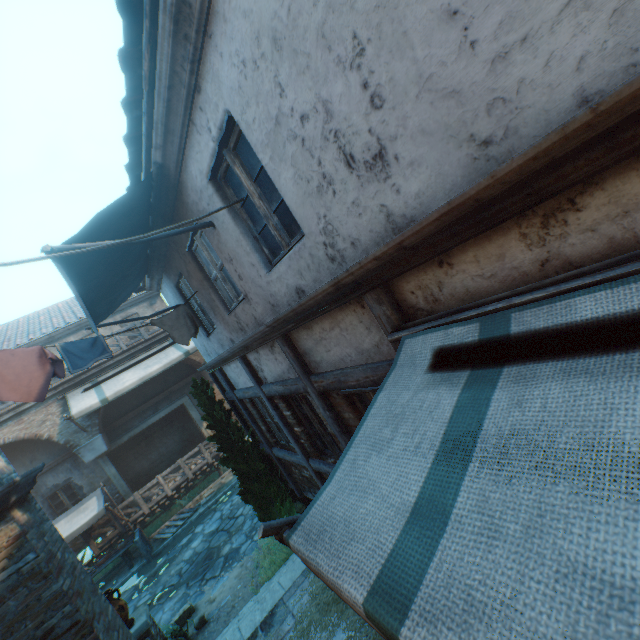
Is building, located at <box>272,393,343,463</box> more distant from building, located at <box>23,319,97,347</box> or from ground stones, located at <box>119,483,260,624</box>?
ground stones, located at <box>119,483,260,624</box>

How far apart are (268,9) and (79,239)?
3.1 meters

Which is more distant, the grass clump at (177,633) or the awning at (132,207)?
the grass clump at (177,633)

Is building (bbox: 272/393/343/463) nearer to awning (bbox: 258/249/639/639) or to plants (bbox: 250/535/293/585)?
awning (bbox: 258/249/639/639)

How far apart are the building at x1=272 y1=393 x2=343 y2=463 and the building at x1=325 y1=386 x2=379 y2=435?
0.3m

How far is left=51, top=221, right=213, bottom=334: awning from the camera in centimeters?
386cm

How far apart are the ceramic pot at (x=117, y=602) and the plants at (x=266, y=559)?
2.5m

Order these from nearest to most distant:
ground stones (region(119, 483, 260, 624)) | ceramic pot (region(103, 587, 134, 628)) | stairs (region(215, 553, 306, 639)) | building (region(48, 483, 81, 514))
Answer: stairs (region(215, 553, 306, 639)), ceramic pot (region(103, 587, 134, 628)), ground stones (region(119, 483, 260, 624)), building (region(48, 483, 81, 514))
